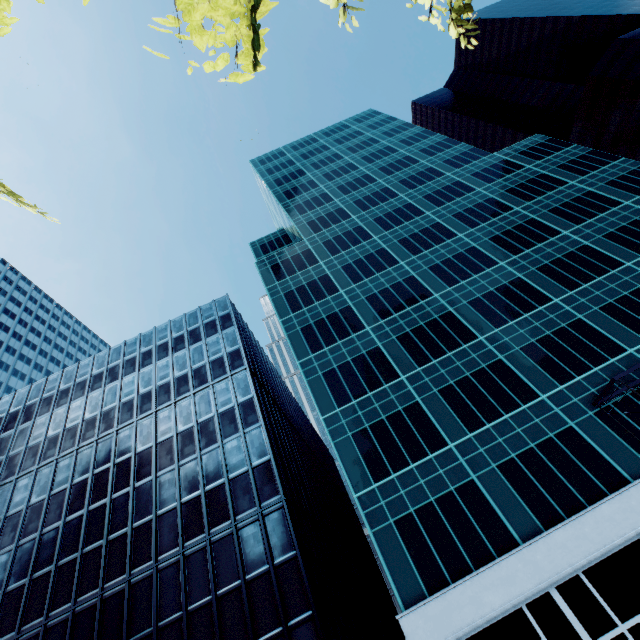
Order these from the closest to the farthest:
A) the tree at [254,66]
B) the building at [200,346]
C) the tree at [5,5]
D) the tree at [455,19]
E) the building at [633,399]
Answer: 1. the tree at [254,66]
2. the tree at [5,5]
3. the tree at [455,19]
4. the building at [200,346]
5. the building at [633,399]

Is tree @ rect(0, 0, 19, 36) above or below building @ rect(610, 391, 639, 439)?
above

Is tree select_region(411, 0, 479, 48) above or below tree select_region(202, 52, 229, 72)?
above

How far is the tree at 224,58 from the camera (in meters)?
3.96

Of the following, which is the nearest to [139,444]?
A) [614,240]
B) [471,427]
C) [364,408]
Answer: [364,408]

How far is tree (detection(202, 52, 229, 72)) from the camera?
3.96m

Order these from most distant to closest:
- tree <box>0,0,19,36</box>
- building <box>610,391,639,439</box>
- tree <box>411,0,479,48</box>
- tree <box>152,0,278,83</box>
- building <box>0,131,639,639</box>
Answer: building <box>610,391,639,439</box> < building <box>0,131,639,639</box> < tree <box>411,0,479,48</box> < tree <box>0,0,19,36</box> < tree <box>152,0,278,83</box>
